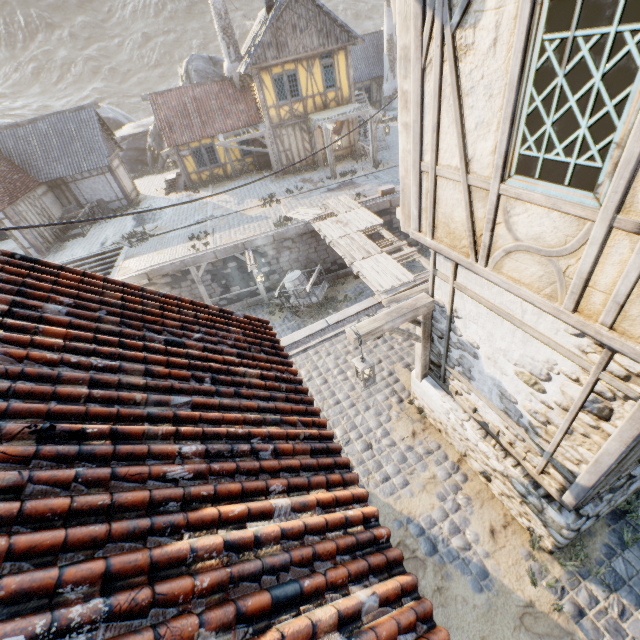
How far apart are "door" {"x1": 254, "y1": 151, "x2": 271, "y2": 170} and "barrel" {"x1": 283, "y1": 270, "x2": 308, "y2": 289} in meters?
12.3

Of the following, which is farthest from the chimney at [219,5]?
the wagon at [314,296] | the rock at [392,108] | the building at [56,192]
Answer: the wagon at [314,296]

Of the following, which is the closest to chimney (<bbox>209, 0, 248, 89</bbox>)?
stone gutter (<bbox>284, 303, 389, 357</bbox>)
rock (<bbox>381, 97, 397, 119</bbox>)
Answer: rock (<bbox>381, 97, 397, 119</bbox>)

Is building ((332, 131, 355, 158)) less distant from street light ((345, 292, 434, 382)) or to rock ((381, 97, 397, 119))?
rock ((381, 97, 397, 119))

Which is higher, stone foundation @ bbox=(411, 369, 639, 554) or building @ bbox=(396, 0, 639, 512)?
building @ bbox=(396, 0, 639, 512)

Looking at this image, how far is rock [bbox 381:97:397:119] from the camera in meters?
28.2 m

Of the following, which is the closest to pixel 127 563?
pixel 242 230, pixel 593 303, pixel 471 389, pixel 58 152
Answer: pixel 593 303

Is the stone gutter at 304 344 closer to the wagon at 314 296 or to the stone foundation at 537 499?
the stone foundation at 537 499
